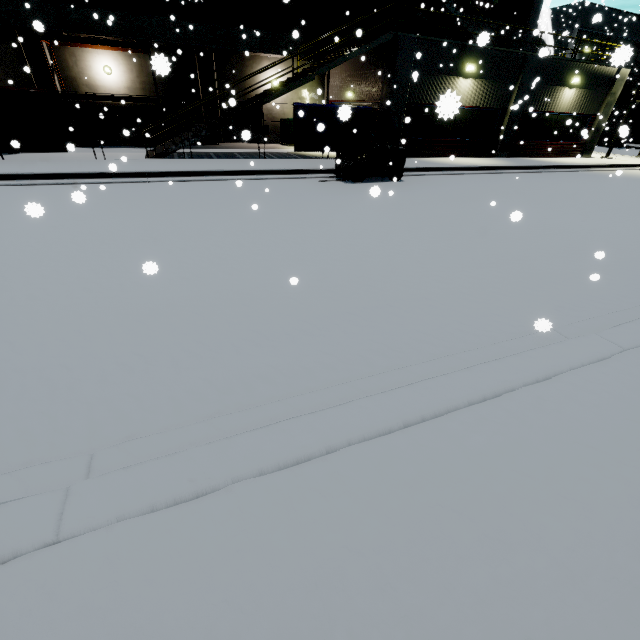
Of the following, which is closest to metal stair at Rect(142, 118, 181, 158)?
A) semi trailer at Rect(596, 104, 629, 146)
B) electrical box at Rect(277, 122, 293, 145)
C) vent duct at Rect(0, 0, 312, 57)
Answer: vent duct at Rect(0, 0, 312, 57)

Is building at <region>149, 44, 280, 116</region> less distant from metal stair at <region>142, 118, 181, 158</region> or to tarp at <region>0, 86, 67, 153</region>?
metal stair at <region>142, 118, 181, 158</region>

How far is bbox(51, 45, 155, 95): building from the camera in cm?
1636

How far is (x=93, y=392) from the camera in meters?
2.9 m

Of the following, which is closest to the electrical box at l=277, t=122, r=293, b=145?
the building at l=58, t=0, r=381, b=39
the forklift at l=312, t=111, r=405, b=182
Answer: the building at l=58, t=0, r=381, b=39

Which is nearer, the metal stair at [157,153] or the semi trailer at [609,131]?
the metal stair at [157,153]

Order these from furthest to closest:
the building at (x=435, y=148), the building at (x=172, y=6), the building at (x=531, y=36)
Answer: the building at (x=531, y=36), the building at (x=172, y=6), the building at (x=435, y=148)

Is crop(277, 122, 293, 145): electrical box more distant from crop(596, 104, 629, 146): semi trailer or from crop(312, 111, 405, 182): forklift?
crop(596, 104, 629, 146): semi trailer
